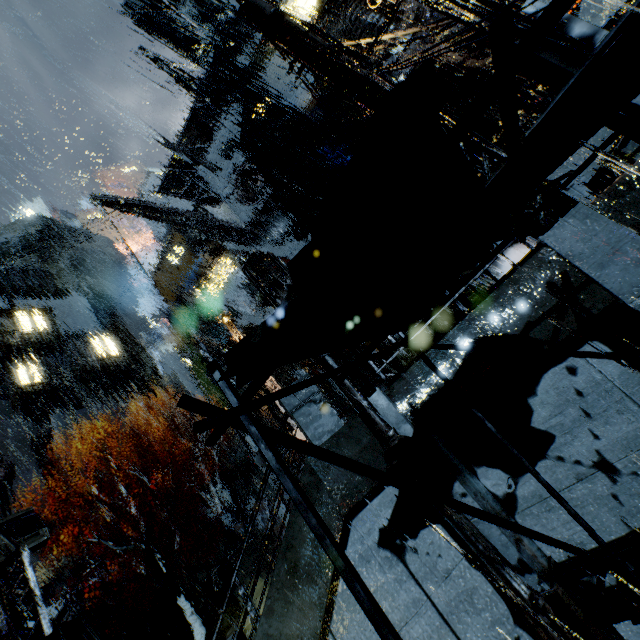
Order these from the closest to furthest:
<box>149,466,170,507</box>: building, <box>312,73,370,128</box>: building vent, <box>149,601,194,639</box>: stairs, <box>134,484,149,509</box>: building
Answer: <box>312,73,370,128</box>: building vent, <box>149,601,194,639</box>: stairs, <box>134,484,149,509</box>: building, <box>149,466,170,507</box>: building

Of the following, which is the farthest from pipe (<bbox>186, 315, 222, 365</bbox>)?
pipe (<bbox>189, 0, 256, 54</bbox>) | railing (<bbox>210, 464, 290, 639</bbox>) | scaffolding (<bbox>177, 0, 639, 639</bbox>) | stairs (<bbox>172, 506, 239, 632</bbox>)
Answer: scaffolding (<bbox>177, 0, 639, 639</bbox>)

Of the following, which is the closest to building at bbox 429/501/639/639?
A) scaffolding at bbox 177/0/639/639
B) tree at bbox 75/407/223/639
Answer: scaffolding at bbox 177/0/639/639

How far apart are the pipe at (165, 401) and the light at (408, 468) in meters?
42.6

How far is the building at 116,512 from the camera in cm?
3084

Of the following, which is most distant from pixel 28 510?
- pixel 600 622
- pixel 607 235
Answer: pixel 607 235

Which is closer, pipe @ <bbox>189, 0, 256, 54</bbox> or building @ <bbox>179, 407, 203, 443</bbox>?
pipe @ <bbox>189, 0, 256, 54</bbox>

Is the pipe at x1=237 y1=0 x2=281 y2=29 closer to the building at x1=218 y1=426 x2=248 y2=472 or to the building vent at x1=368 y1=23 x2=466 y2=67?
the building at x1=218 y1=426 x2=248 y2=472
